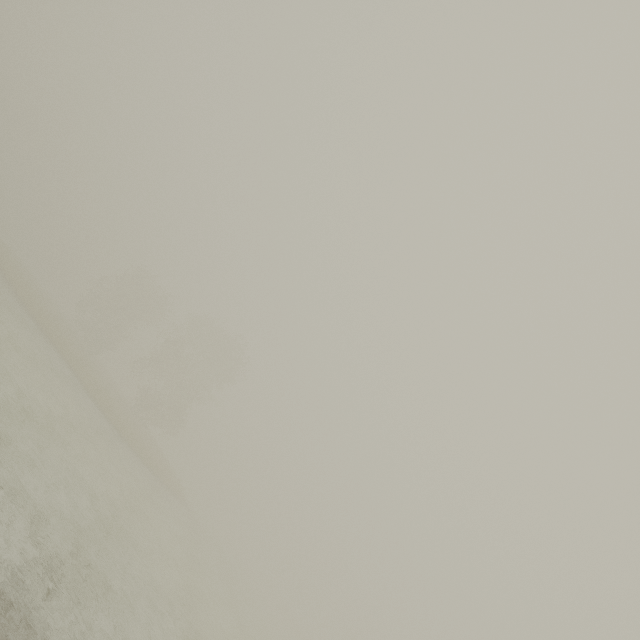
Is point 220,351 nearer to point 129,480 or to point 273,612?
point 129,480
